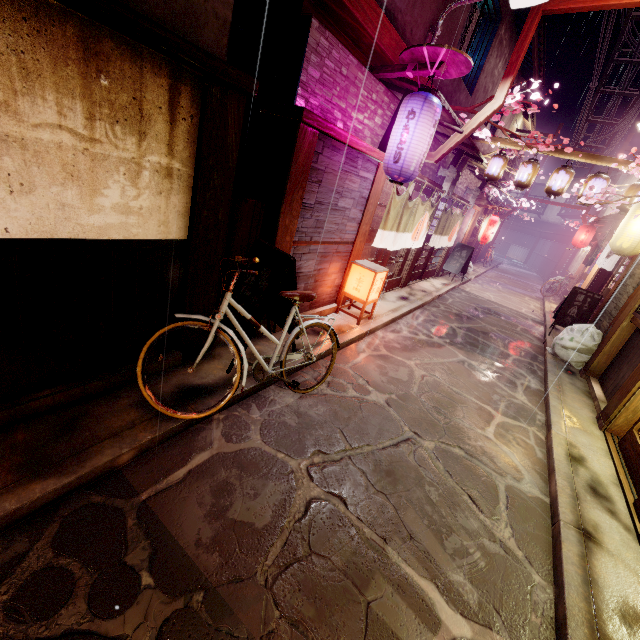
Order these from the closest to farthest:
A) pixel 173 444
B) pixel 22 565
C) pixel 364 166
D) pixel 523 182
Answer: pixel 22 565 < pixel 173 444 < pixel 364 166 < pixel 523 182

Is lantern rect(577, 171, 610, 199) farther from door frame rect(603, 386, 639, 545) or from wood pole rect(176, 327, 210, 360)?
wood pole rect(176, 327, 210, 360)

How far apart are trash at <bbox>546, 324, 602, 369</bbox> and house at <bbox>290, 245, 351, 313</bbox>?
10.1 meters

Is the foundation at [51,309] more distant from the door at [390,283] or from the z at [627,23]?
the z at [627,23]

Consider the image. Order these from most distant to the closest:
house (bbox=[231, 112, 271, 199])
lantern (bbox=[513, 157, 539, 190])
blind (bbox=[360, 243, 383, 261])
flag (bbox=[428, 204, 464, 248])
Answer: flag (bbox=[428, 204, 464, 248]), lantern (bbox=[513, 157, 539, 190]), blind (bbox=[360, 243, 383, 261]), house (bbox=[231, 112, 271, 199])

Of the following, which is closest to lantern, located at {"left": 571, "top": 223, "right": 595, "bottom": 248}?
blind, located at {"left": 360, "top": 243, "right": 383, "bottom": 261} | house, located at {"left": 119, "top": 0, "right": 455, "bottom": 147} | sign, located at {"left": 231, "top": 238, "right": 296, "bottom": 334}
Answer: house, located at {"left": 119, "top": 0, "right": 455, "bottom": 147}

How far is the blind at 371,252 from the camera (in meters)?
12.96

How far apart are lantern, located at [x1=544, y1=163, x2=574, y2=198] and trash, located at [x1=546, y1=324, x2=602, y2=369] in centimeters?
619cm
